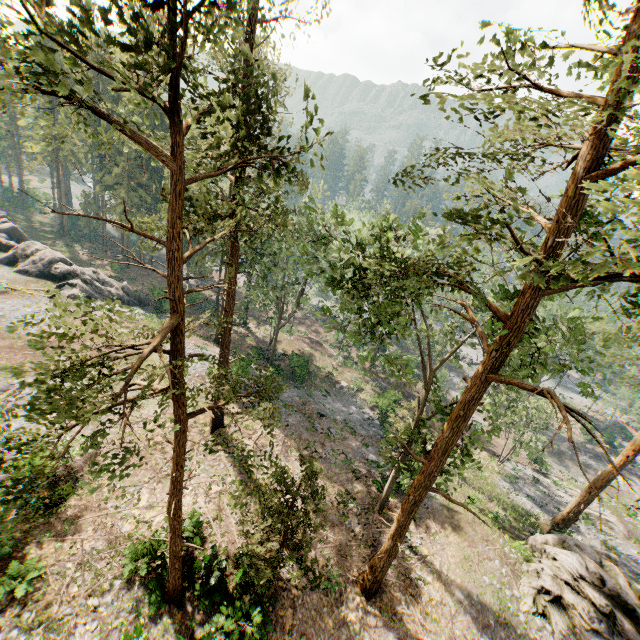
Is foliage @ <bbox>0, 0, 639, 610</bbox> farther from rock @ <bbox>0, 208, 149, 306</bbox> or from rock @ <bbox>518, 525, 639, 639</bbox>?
rock @ <bbox>0, 208, 149, 306</bbox>

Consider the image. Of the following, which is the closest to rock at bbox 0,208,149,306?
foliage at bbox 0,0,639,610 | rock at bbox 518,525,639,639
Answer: foliage at bbox 0,0,639,610

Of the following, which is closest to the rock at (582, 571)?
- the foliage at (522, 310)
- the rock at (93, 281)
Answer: the foliage at (522, 310)

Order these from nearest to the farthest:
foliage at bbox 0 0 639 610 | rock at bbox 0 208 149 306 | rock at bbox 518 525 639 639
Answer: foliage at bbox 0 0 639 610 < rock at bbox 518 525 639 639 < rock at bbox 0 208 149 306

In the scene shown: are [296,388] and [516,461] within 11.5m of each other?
no

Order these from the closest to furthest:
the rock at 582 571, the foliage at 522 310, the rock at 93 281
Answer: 1. the foliage at 522 310
2. the rock at 582 571
3. the rock at 93 281
